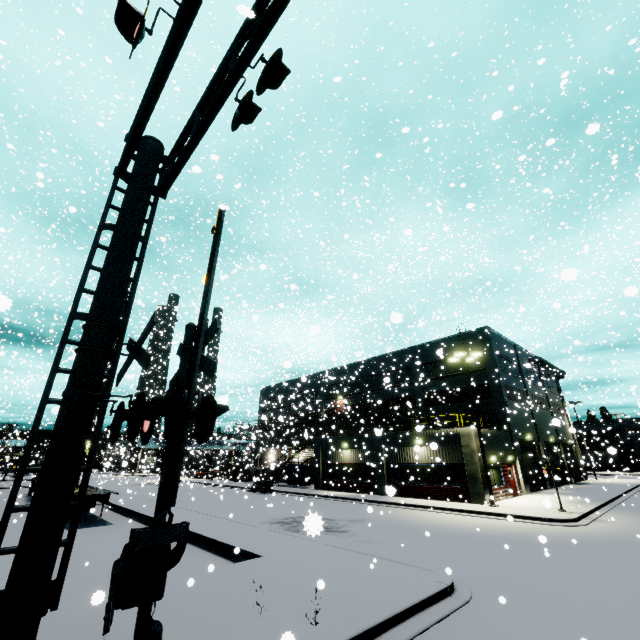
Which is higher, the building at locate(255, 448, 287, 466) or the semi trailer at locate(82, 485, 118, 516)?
the building at locate(255, 448, 287, 466)

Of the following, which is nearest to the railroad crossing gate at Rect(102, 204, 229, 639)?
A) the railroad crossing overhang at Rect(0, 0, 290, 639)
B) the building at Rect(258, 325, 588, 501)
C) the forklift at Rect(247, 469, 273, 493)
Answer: the railroad crossing overhang at Rect(0, 0, 290, 639)

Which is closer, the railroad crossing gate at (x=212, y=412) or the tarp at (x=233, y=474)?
the railroad crossing gate at (x=212, y=412)

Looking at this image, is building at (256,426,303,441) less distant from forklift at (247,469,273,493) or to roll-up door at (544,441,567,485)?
roll-up door at (544,441,567,485)

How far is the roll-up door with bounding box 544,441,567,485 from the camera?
34.14m

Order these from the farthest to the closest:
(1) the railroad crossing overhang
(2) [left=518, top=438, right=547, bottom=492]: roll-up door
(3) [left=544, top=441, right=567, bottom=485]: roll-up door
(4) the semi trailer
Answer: (3) [left=544, top=441, right=567, bottom=485]: roll-up door → (2) [left=518, top=438, right=547, bottom=492]: roll-up door → (4) the semi trailer → (1) the railroad crossing overhang

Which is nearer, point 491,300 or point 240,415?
point 240,415

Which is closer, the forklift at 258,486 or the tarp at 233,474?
the forklift at 258,486
